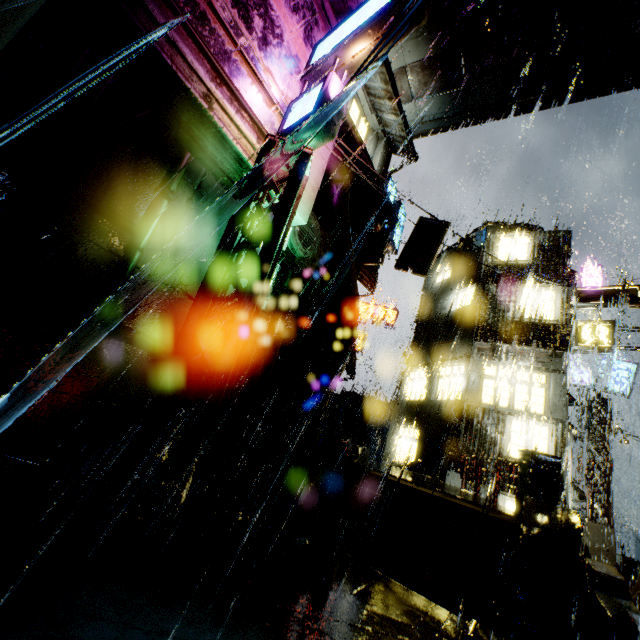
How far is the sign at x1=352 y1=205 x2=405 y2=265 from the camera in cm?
1686

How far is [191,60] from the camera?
7.1m

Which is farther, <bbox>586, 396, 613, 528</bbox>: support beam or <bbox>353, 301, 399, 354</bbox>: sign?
<bbox>353, 301, 399, 354</bbox>: sign

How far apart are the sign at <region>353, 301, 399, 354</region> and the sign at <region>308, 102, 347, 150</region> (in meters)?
17.73

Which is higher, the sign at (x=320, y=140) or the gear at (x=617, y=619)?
the sign at (x=320, y=140)

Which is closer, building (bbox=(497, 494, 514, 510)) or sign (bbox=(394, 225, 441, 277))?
building (bbox=(497, 494, 514, 510))

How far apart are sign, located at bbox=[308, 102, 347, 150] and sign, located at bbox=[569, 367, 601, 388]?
22.6m

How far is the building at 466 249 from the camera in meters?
15.5
